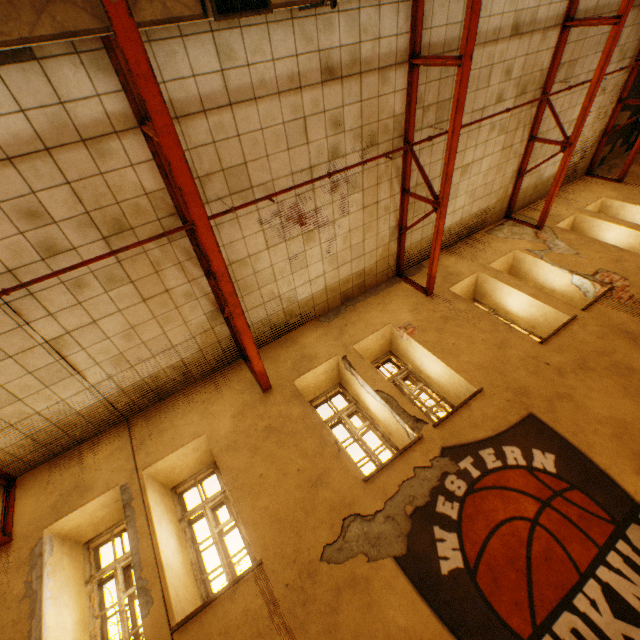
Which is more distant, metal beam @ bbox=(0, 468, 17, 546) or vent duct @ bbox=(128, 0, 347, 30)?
metal beam @ bbox=(0, 468, 17, 546)

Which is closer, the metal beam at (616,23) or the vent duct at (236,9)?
the vent duct at (236,9)

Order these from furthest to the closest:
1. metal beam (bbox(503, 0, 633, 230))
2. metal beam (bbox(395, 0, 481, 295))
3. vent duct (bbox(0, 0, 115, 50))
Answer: metal beam (bbox(503, 0, 633, 230)) < metal beam (bbox(395, 0, 481, 295)) < vent duct (bbox(0, 0, 115, 50))

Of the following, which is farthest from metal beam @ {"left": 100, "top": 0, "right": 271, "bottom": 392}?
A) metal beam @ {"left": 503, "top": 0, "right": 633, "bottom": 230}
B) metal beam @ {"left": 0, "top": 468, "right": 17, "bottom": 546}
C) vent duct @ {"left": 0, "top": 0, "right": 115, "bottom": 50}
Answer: metal beam @ {"left": 503, "top": 0, "right": 633, "bottom": 230}

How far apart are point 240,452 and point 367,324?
3.4m

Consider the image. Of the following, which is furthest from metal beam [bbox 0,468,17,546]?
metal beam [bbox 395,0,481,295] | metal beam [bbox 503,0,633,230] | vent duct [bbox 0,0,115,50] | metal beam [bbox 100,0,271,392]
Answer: metal beam [bbox 503,0,633,230]

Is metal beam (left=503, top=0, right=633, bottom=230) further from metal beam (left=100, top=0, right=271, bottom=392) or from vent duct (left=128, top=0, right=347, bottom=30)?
metal beam (left=100, top=0, right=271, bottom=392)

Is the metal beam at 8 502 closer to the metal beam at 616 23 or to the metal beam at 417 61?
the metal beam at 417 61
